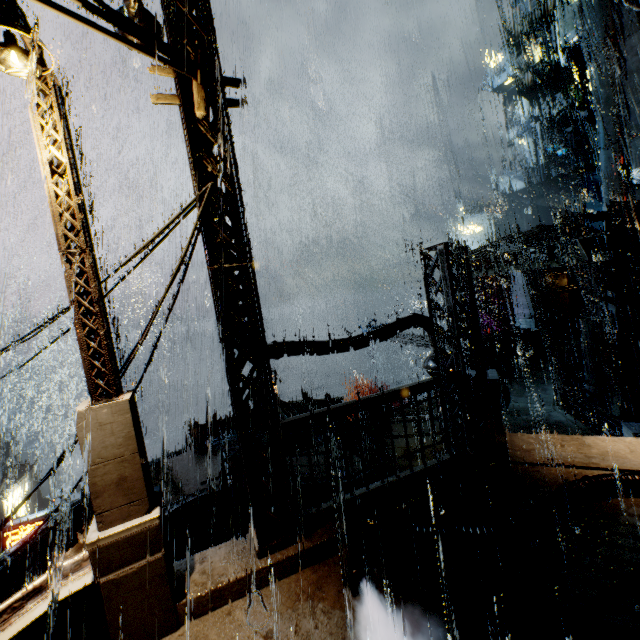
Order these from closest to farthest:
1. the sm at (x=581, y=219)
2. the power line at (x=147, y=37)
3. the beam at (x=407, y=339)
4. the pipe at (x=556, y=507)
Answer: the power line at (x=147, y=37) → the pipe at (x=556, y=507) → the sm at (x=581, y=219) → the beam at (x=407, y=339)

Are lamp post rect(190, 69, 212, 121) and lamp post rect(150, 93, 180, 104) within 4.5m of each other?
yes

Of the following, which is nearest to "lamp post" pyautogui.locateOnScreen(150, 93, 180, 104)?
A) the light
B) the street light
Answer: the street light

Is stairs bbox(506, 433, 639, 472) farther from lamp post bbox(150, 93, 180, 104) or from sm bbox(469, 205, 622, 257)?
sm bbox(469, 205, 622, 257)

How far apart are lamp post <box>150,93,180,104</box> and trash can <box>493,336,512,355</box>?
23.15m

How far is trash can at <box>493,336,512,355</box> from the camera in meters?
22.2

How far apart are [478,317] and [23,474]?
43.5m

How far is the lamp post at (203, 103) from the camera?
4.59m
